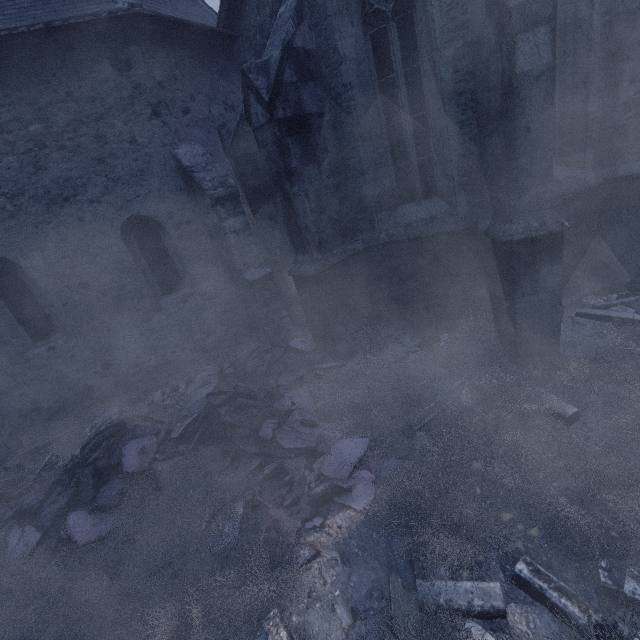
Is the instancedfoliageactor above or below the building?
below

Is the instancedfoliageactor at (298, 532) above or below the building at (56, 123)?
below

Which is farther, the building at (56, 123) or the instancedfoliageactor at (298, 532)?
the building at (56, 123)

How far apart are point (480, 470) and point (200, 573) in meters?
3.2 m

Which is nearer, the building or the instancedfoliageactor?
the instancedfoliageactor
